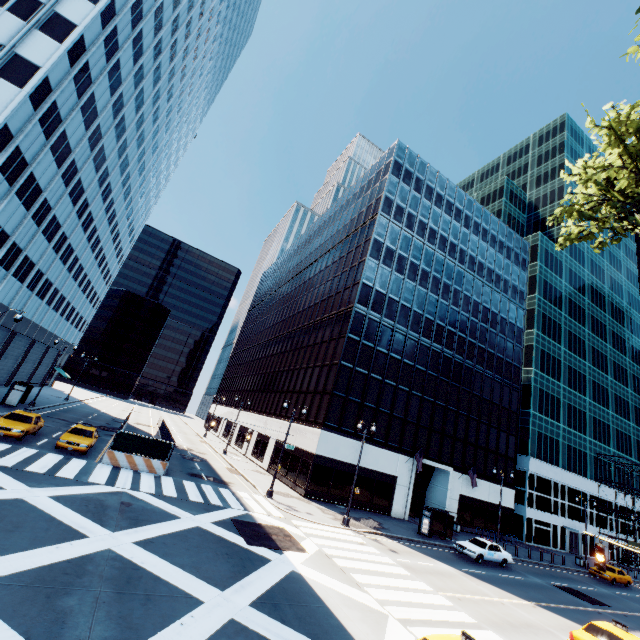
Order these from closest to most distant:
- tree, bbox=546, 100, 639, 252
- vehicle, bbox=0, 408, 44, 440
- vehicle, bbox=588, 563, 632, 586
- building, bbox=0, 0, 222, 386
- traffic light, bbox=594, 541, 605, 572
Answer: tree, bbox=546, 100, 639, 252 < traffic light, bbox=594, 541, 605, 572 < vehicle, bbox=0, 408, 44, 440 < building, bbox=0, 0, 222, 386 < vehicle, bbox=588, 563, 632, 586

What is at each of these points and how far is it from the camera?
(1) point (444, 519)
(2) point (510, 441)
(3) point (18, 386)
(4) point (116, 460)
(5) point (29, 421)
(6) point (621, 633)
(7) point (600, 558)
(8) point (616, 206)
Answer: (1) bus stop, 29.41m
(2) building, 43.34m
(3) bus stop, 30.44m
(4) concrete barrier, 21.48m
(5) vehicle, 21.42m
(6) vehicle, 12.98m
(7) traffic light, 11.77m
(8) tree, 10.51m

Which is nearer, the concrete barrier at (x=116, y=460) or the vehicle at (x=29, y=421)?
the vehicle at (x=29, y=421)

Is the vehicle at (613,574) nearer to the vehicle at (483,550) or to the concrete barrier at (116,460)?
the vehicle at (483,550)

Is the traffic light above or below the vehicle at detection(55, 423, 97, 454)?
above

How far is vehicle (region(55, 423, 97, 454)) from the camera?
20.69m

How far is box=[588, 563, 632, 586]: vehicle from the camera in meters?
32.4 m

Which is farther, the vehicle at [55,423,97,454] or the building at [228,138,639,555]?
the building at [228,138,639,555]
